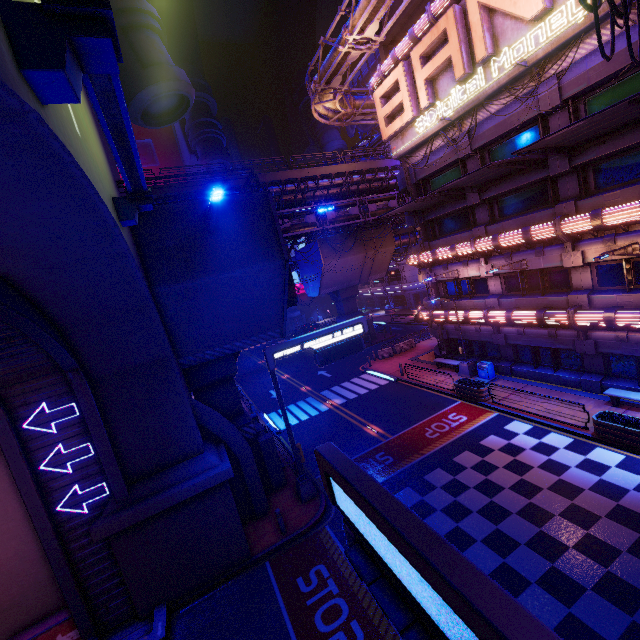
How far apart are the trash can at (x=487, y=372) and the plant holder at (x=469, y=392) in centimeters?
116cm

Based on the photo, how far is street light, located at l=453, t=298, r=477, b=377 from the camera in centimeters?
2292cm

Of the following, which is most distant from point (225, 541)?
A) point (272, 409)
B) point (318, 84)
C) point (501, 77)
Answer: point (318, 84)

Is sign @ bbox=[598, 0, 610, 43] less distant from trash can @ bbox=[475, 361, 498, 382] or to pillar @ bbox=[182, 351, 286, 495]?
trash can @ bbox=[475, 361, 498, 382]

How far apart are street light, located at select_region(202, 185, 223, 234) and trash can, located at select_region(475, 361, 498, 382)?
18.97m

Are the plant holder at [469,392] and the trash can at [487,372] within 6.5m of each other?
yes

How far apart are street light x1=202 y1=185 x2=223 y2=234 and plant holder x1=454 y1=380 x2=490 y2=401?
16.9m

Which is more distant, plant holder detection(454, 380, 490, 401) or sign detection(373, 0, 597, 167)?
plant holder detection(454, 380, 490, 401)
